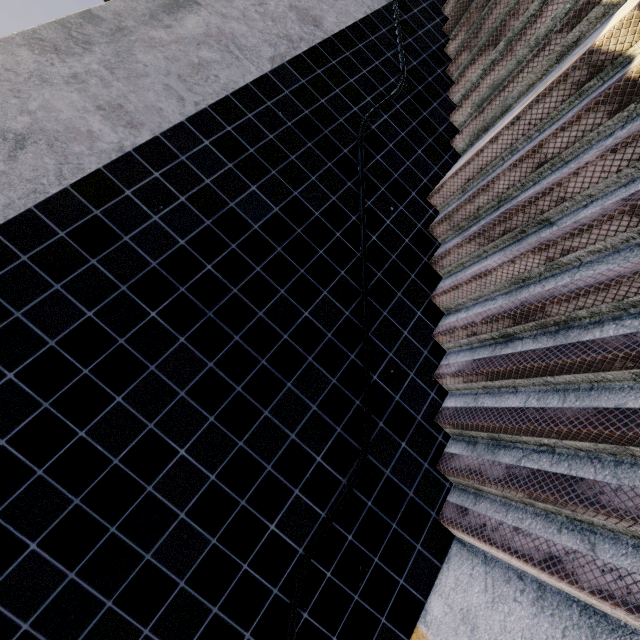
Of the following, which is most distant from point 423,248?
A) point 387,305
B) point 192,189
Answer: point 192,189
